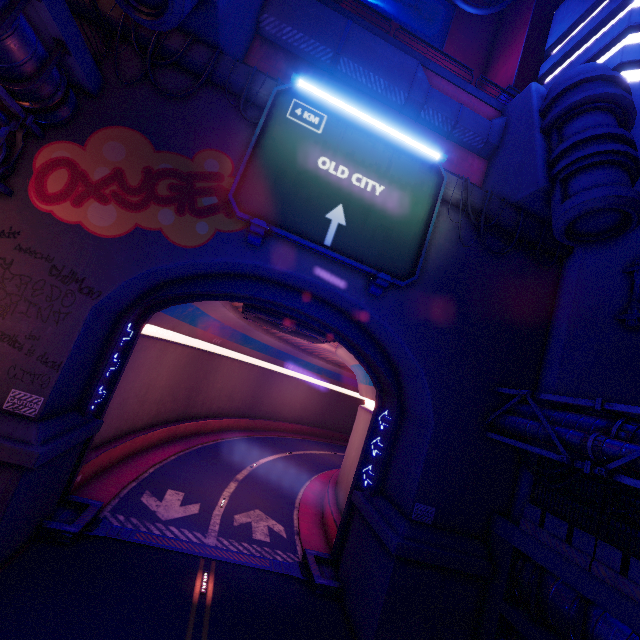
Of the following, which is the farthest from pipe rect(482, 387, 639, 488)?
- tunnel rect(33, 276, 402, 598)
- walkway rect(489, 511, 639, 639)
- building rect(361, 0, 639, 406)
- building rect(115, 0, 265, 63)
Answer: building rect(115, 0, 265, 63)

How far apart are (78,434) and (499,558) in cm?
1635

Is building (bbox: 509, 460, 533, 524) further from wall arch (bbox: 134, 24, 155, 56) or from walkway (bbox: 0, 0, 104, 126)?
walkway (bbox: 0, 0, 104, 126)

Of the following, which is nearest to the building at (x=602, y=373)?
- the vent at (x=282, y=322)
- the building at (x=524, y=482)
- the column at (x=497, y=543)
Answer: the building at (x=524, y=482)

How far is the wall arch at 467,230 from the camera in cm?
1428

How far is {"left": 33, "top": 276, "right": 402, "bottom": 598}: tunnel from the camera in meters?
14.1

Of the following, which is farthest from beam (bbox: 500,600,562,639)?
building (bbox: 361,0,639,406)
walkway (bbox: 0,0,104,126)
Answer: walkway (bbox: 0,0,104,126)

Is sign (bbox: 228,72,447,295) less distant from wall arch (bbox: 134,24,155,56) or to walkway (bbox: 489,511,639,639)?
wall arch (bbox: 134,24,155,56)
